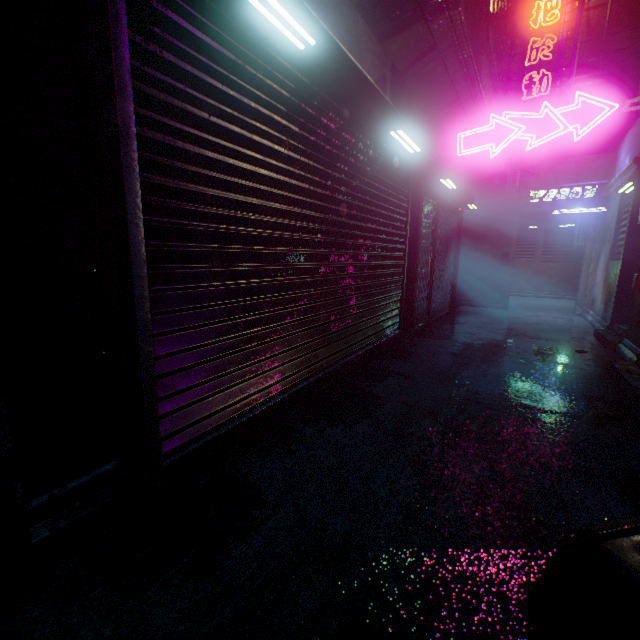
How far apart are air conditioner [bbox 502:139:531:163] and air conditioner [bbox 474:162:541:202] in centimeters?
47cm

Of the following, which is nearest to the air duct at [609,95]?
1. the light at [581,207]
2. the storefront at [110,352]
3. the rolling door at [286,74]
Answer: the light at [581,207]

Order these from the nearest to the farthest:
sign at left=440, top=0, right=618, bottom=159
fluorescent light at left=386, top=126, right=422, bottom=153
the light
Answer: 1. sign at left=440, top=0, right=618, bottom=159
2. fluorescent light at left=386, top=126, right=422, bottom=153
3. the light

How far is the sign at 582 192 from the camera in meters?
7.4

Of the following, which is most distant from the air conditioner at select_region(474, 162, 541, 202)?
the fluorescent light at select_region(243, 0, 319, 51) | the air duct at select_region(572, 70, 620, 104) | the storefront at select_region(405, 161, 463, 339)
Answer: the fluorescent light at select_region(243, 0, 319, 51)

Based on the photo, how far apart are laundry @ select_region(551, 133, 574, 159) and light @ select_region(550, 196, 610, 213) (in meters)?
2.18

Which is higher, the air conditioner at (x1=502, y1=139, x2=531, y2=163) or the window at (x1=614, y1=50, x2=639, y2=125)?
the window at (x1=614, y1=50, x2=639, y2=125)

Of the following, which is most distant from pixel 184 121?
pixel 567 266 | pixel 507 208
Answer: pixel 567 266
